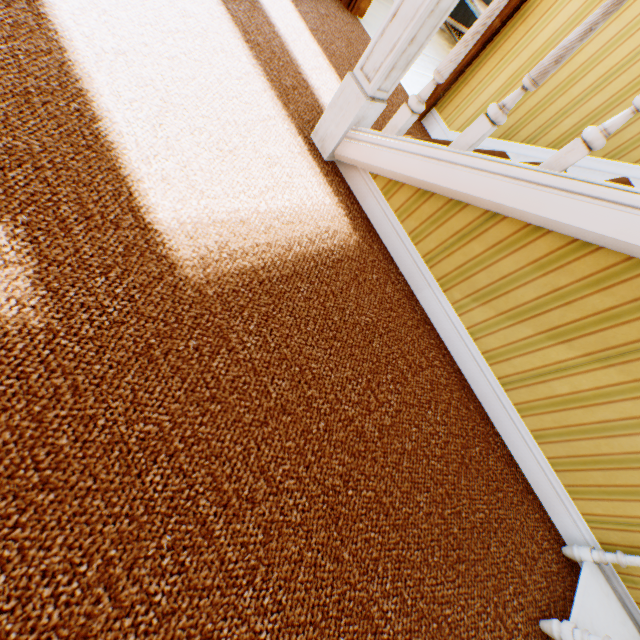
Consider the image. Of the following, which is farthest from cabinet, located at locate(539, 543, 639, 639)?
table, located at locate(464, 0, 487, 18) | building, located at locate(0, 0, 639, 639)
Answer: table, located at locate(464, 0, 487, 18)

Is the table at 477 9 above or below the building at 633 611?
above

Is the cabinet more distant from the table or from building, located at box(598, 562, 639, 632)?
the table

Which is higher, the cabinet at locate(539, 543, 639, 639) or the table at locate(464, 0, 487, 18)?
the table at locate(464, 0, 487, 18)

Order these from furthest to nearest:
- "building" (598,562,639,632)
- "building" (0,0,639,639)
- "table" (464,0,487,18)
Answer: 1. "table" (464,0,487,18)
2. "building" (598,562,639,632)
3. "building" (0,0,639,639)

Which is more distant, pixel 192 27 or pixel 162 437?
pixel 192 27

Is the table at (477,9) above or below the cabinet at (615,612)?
above
